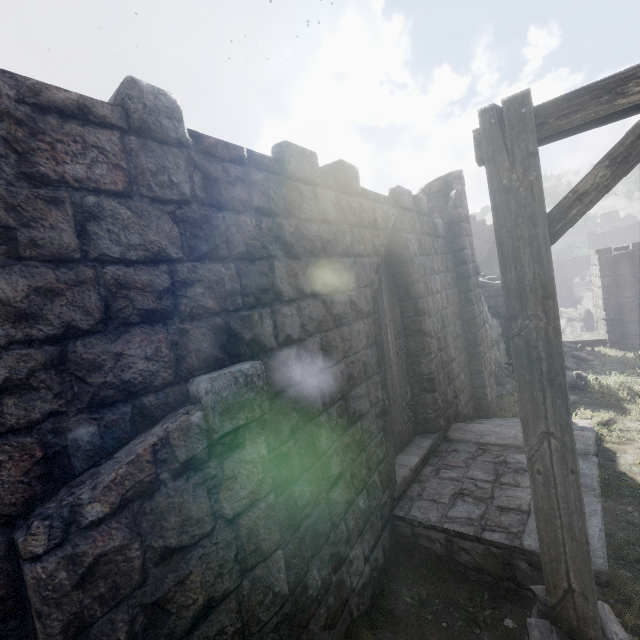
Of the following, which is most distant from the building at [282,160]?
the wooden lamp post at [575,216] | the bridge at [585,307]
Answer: the bridge at [585,307]

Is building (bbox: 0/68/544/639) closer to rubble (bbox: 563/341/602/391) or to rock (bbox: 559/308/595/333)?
rubble (bbox: 563/341/602/391)

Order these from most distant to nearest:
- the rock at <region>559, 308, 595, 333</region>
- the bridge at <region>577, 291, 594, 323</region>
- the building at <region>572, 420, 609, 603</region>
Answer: the rock at <region>559, 308, 595, 333</region>
the bridge at <region>577, 291, 594, 323</region>
the building at <region>572, 420, 609, 603</region>

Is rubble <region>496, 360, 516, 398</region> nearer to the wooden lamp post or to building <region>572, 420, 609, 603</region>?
building <region>572, 420, 609, 603</region>

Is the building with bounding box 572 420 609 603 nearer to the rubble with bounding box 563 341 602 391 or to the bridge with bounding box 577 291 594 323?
the rubble with bounding box 563 341 602 391

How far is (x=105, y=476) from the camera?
1.6 meters

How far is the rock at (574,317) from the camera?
34.5m

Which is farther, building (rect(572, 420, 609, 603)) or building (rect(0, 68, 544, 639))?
building (rect(572, 420, 609, 603))
